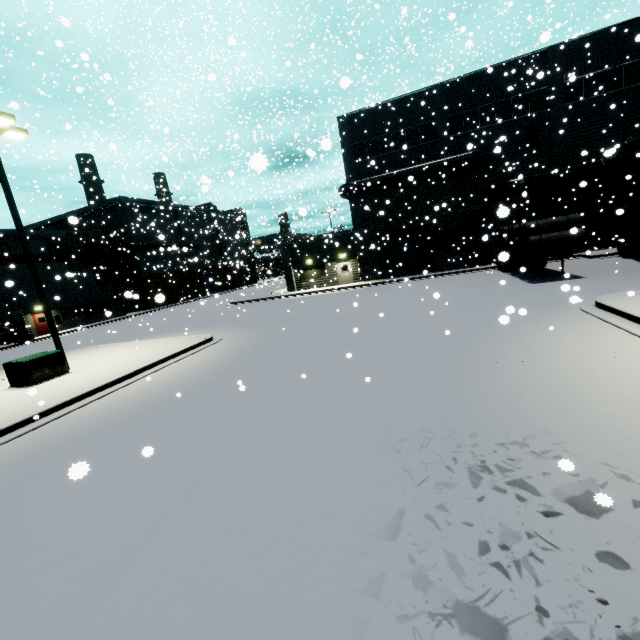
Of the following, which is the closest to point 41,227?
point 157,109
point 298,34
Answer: point 157,109

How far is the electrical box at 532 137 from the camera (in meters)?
24.41

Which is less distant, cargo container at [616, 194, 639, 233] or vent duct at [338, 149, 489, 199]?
cargo container at [616, 194, 639, 233]

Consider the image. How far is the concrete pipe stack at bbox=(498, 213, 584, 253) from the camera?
15.7 meters

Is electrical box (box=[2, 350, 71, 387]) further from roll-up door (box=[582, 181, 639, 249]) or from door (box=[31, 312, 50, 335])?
door (box=[31, 312, 50, 335])

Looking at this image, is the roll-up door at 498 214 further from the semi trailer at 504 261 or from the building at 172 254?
the semi trailer at 504 261

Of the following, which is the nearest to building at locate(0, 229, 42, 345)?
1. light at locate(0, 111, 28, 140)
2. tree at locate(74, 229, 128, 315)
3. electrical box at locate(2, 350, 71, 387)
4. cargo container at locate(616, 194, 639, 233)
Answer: tree at locate(74, 229, 128, 315)

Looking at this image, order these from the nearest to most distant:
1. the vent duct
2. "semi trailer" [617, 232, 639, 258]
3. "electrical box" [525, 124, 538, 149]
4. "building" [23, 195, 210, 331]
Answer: "semi trailer" [617, 232, 639, 258], "electrical box" [525, 124, 538, 149], the vent duct, "building" [23, 195, 210, 331]
